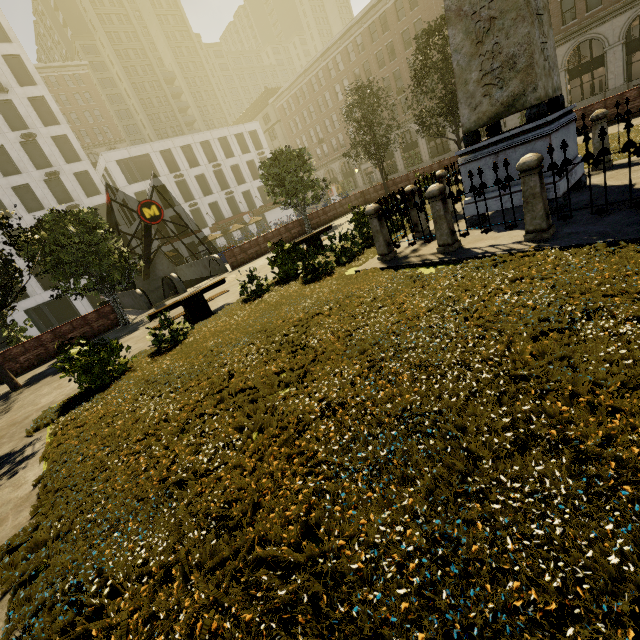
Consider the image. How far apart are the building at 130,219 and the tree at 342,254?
45.1 meters

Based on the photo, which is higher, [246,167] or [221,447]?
[246,167]

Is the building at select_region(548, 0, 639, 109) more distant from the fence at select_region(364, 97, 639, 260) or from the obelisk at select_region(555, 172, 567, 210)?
the obelisk at select_region(555, 172, 567, 210)

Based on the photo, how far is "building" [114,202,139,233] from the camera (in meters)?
42.25

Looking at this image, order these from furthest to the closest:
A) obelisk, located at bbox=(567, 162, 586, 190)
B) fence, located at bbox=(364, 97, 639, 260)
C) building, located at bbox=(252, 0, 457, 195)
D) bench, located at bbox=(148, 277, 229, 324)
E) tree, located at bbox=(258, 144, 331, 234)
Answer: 1. building, located at bbox=(252, 0, 457, 195)
2. tree, located at bbox=(258, 144, 331, 234)
3. bench, located at bbox=(148, 277, 229, 324)
4. obelisk, located at bbox=(567, 162, 586, 190)
5. fence, located at bbox=(364, 97, 639, 260)

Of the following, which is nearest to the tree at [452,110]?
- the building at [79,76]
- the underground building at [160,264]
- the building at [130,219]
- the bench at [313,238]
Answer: the underground building at [160,264]

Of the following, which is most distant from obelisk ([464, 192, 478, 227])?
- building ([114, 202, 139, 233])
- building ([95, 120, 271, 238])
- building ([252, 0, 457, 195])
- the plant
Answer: building ([114, 202, 139, 233])

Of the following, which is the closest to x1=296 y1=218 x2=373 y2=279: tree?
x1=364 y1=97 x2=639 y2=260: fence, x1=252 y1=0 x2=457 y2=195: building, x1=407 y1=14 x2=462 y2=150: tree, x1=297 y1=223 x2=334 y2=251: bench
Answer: x1=407 y1=14 x2=462 y2=150: tree
